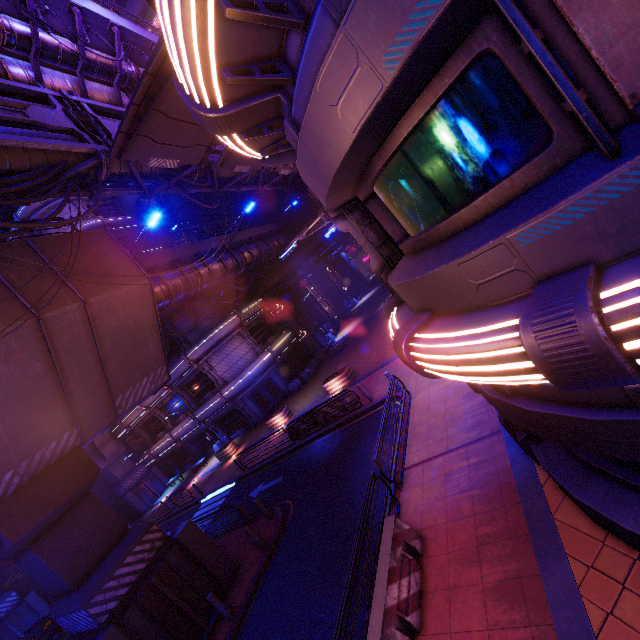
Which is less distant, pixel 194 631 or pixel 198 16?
pixel 198 16

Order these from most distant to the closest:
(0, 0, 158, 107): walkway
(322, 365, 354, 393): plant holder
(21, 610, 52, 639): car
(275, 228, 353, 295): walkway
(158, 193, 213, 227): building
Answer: (275, 228, 353, 295): walkway
(158, 193, 213, 227): building
(322, 365, 354, 393): plant holder
(21, 610, 52, 639): car
(0, 0, 158, 107): walkway

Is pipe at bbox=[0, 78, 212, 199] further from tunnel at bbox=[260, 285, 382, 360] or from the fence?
the fence

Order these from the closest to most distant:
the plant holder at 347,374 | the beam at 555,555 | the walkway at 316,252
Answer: the beam at 555,555, the plant holder at 347,374, the walkway at 316,252

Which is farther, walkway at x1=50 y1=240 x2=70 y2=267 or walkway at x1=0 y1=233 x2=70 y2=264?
walkway at x1=50 y1=240 x2=70 y2=267

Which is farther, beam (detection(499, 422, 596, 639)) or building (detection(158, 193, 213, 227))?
building (detection(158, 193, 213, 227))

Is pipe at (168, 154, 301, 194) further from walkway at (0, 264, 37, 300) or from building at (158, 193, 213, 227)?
walkway at (0, 264, 37, 300)

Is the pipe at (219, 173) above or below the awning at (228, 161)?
above
